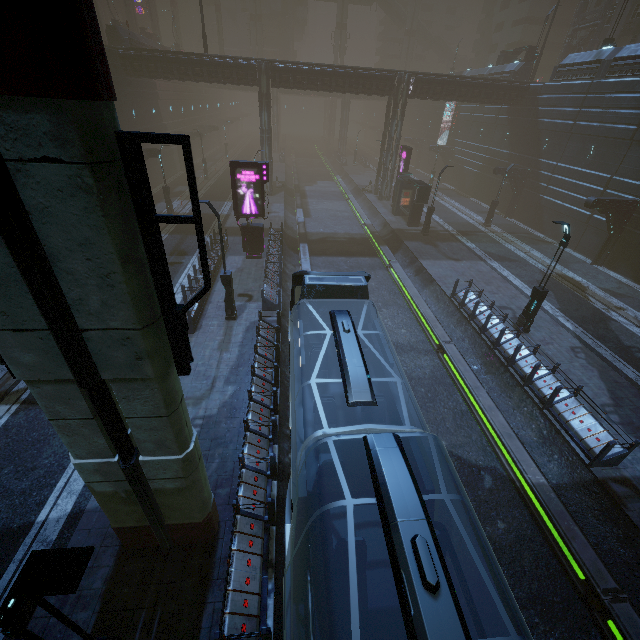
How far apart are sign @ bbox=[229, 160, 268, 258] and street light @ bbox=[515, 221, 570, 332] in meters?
14.8 m

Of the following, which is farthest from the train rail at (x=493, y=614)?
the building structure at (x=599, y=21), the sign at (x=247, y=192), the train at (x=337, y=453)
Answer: the building structure at (x=599, y=21)

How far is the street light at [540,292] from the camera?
13.76m

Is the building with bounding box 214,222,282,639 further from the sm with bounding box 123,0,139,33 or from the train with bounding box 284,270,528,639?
the sm with bounding box 123,0,139,33

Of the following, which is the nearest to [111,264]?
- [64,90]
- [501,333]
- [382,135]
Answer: [64,90]

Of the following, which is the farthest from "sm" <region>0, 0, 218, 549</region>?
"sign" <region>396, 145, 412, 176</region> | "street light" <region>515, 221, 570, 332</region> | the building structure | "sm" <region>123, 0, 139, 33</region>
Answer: the building structure

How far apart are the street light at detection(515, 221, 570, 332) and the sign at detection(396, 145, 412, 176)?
21.62m

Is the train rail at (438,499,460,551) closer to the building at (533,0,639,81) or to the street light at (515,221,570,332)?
the building at (533,0,639,81)
